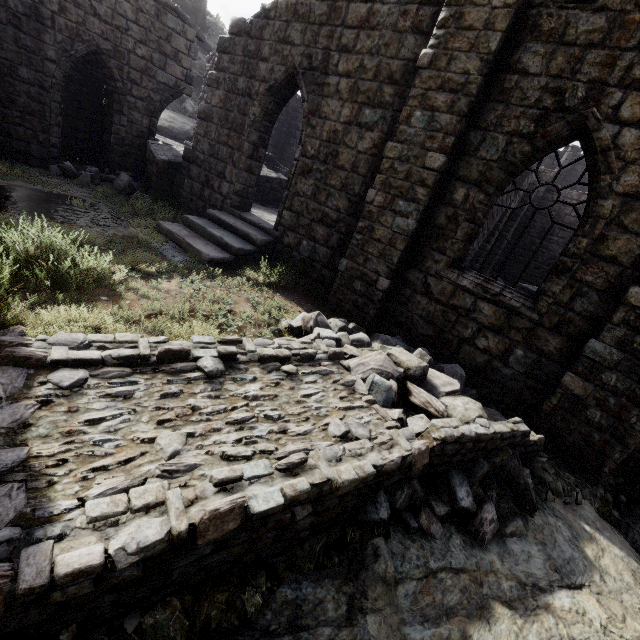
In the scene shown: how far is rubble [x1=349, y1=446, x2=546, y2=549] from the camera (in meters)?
3.39

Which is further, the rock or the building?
the building

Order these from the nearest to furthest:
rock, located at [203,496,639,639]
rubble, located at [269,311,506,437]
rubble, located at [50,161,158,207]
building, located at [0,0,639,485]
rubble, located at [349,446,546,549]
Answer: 1. rock, located at [203,496,639,639]
2. rubble, located at [349,446,546,549]
3. rubble, located at [269,311,506,437]
4. building, located at [0,0,639,485]
5. rubble, located at [50,161,158,207]

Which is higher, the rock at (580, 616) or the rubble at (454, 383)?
the rubble at (454, 383)

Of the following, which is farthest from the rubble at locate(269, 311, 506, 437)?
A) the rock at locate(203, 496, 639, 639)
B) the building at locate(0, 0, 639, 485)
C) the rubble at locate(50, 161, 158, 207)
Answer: the rubble at locate(50, 161, 158, 207)

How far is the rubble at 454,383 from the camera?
4.40m

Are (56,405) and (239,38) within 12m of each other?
yes

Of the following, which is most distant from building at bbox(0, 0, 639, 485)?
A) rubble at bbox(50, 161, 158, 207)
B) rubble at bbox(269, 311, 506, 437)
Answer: rubble at bbox(50, 161, 158, 207)
